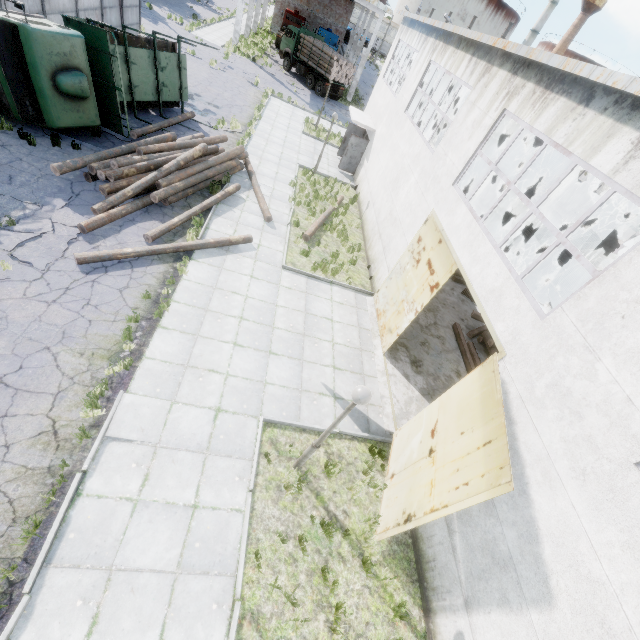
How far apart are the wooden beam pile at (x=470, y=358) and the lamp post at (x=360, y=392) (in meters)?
7.28

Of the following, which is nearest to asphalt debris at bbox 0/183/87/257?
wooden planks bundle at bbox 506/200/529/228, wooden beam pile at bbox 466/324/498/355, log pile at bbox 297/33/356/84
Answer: wooden beam pile at bbox 466/324/498/355

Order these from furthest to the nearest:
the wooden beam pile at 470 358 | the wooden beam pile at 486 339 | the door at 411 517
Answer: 1. the wooden beam pile at 486 339
2. the wooden beam pile at 470 358
3. the door at 411 517

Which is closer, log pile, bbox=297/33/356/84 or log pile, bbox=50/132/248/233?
log pile, bbox=50/132/248/233

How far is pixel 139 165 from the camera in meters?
11.3 m

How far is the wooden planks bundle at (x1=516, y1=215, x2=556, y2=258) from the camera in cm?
2256

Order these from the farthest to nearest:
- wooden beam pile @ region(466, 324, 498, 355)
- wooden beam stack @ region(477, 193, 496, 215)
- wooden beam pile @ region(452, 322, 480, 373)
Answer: wooden beam stack @ region(477, 193, 496, 215) < wooden beam pile @ region(466, 324, 498, 355) < wooden beam pile @ region(452, 322, 480, 373)

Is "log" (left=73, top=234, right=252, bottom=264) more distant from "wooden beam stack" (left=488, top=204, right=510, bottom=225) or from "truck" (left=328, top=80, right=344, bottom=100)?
"truck" (left=328, top=80, right=344, bottom=100)
